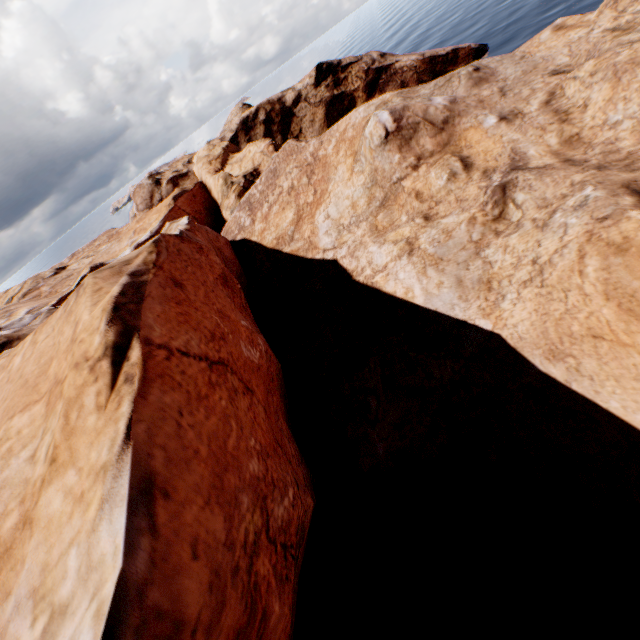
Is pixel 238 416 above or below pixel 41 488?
below
